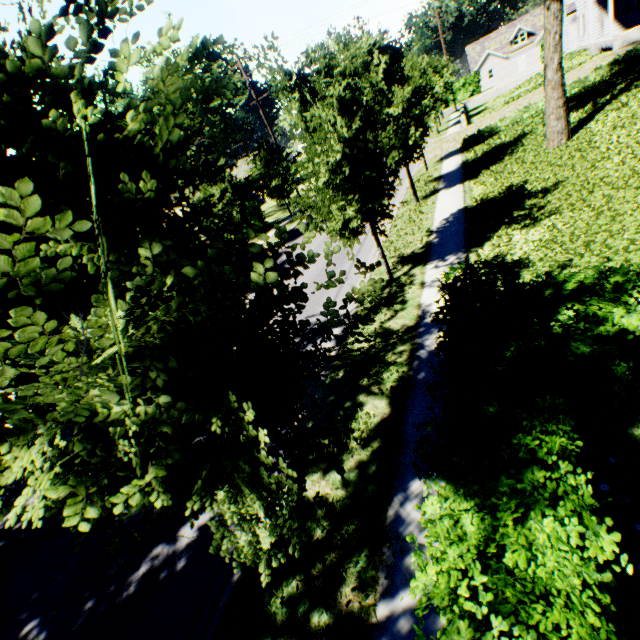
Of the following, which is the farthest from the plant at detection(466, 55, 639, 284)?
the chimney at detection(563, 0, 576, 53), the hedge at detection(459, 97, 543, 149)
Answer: the chimney at detection(563, 0, 576, 53)

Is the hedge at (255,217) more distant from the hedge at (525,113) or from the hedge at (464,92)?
the hedge at (464,92)

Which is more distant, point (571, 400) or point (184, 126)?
point (184, 126)

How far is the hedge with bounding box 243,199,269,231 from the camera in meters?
27.1 m

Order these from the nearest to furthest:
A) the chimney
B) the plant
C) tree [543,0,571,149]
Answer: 1. the plant
2. tree [543,0,571,149]
3. the chimney

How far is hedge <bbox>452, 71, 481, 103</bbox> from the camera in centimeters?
5406cm

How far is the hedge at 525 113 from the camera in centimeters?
1973cm

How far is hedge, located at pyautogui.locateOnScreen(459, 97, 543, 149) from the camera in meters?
19.7
